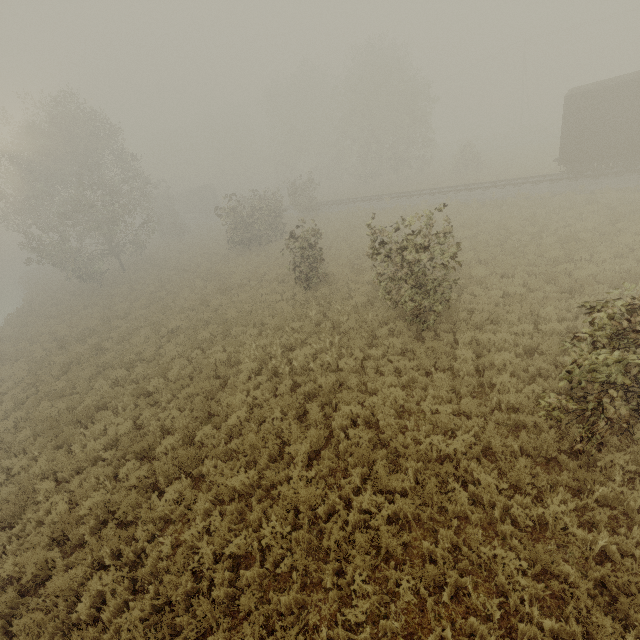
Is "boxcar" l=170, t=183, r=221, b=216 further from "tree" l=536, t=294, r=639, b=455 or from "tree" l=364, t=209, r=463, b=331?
"tree" l=536, t=294, r=639, b=455

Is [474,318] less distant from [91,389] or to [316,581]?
[316,581]

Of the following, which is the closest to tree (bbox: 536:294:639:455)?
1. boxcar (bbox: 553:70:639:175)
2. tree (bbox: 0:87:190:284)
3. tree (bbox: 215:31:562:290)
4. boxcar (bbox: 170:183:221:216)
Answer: tree (bbox: 215:31:562:290)

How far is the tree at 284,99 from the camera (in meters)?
26.56

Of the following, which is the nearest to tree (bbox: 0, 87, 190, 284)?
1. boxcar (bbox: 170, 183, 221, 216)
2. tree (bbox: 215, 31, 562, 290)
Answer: tree (bbox: 215, 31, 562, 290)

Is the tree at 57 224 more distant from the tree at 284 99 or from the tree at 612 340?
the tree at 612 340

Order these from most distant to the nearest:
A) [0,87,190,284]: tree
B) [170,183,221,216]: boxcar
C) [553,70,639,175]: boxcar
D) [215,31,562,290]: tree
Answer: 1. [170,183,221,216]: boxcar
2. [215,31,562,290]: tree
3. [0,87,190,284]: tree
4. [553,70,639,175]: boxcar
